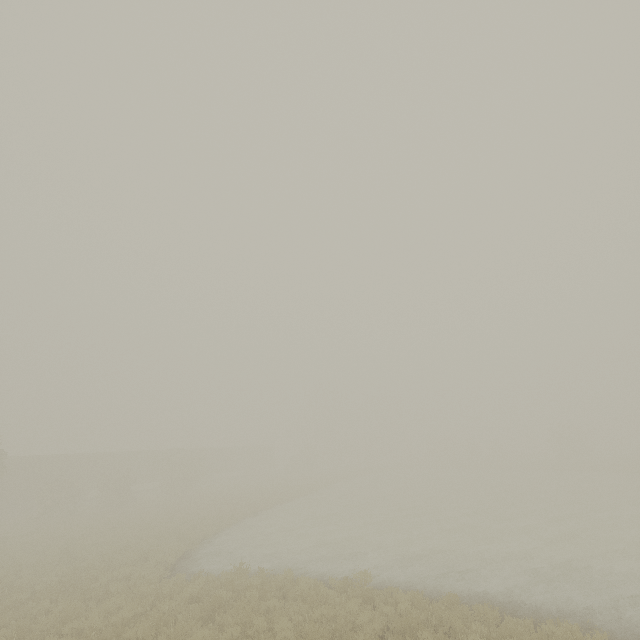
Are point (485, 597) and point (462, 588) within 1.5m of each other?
yes

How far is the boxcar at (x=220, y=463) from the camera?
49.1 meters

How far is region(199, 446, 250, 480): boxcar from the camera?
49.1 meters

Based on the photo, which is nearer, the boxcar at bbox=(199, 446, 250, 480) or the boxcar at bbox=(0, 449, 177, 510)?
the boxcar at bbox=(0, 449, 177, 510)

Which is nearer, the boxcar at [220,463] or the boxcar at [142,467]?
the boxcar at [142,467]
